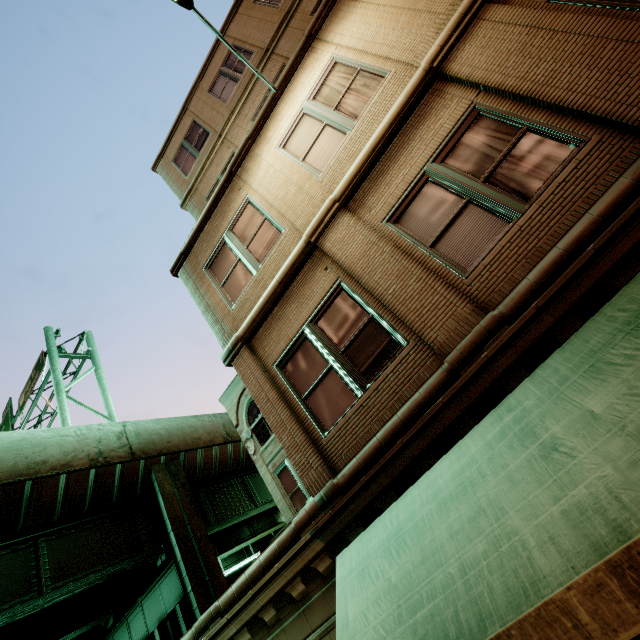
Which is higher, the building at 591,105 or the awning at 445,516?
the building at 591,105

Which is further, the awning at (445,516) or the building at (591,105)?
the building at (591,105)

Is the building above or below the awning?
above

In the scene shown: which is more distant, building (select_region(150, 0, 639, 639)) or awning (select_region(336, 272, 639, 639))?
building (select_region(150, 0, 639, 639))

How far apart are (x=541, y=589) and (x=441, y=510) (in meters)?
1.21
